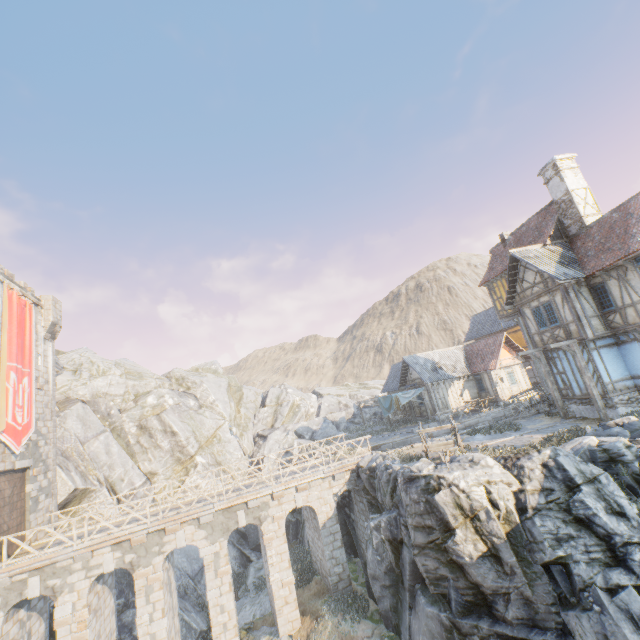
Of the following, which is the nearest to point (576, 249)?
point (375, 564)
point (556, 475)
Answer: point (556, 475)

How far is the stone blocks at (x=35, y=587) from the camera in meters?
13.6

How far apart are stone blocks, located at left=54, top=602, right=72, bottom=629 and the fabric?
22.83m

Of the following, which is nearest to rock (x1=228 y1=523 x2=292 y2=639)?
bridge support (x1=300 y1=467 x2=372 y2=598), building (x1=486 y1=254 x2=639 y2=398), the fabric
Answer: bridge support (x1=300 y1=467 x2=372 y2=598)

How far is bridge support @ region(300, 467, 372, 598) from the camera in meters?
17.2 m

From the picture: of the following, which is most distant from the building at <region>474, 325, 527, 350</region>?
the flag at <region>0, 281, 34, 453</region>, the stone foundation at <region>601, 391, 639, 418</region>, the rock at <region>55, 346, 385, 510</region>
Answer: the rock at <region>55, 346, 385, 510</region>

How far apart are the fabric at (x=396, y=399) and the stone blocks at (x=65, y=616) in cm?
2283

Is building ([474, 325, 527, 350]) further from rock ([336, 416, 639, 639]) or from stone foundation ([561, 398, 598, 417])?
rock ([336, 416, 639, 639])
